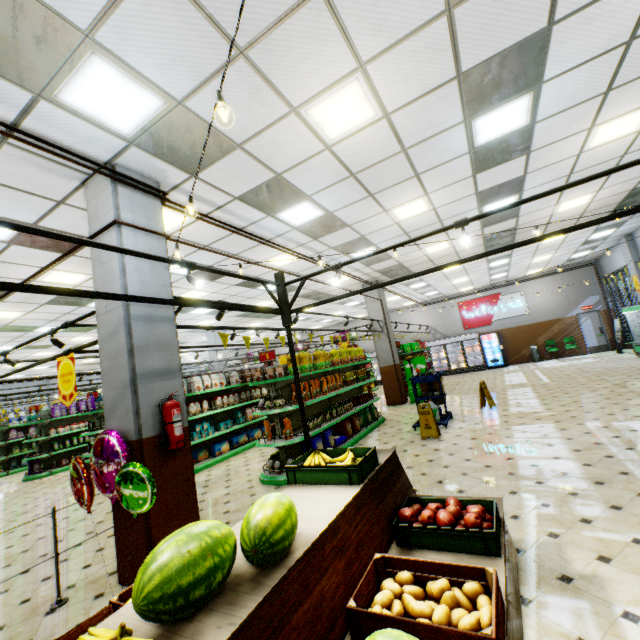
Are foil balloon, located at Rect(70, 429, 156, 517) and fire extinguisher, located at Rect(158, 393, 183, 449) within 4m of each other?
yes

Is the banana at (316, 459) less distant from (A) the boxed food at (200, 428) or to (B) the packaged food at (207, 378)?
(A) the boxed food at (200, 428)

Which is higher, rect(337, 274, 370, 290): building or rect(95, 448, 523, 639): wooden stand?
rect(337, 274, 370, 290): building

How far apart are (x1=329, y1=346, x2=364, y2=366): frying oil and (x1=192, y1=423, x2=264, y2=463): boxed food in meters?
3.5 m

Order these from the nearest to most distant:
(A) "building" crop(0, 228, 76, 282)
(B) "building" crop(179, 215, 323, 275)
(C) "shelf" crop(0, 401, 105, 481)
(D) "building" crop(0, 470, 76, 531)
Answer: (A) "building" crop(0, 228, 76, 282) < (B) "building" crop(179, 215, 323, 275) < (D) "building" crop(0, 470, 76, 531) < (C) "shelf" crop(0, 401, 105, 481)

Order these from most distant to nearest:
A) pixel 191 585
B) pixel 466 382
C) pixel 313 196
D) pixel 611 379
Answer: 1. pixel 466 382
2. pixel 611 379
3. pixel 313 196
4. pixel 191 585

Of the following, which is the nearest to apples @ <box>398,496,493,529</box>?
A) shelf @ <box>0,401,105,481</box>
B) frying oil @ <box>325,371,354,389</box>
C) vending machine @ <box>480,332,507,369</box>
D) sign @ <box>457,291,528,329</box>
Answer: frying oil @ <box>325,371,354,389</box>

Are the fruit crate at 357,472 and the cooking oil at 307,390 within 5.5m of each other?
yes
